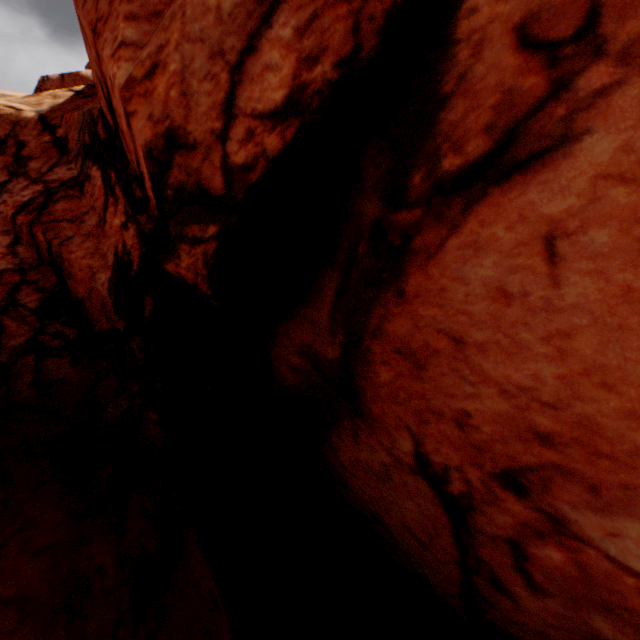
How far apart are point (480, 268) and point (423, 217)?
0.9 meters
